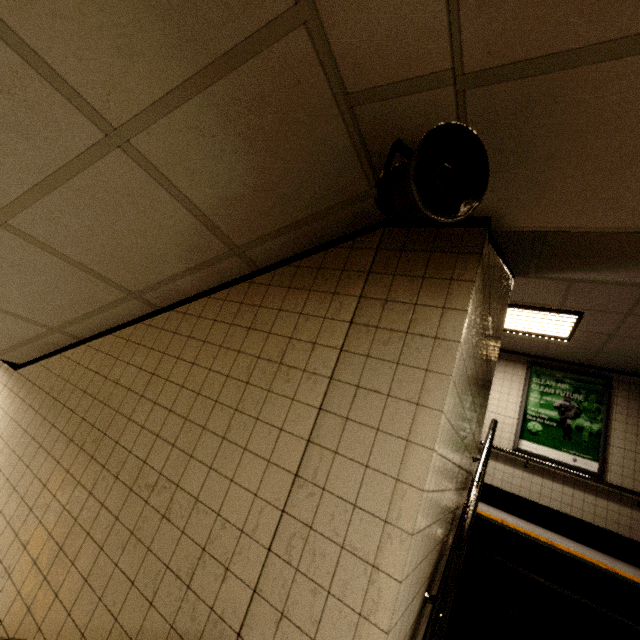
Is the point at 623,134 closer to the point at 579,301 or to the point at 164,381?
the point at 164,381

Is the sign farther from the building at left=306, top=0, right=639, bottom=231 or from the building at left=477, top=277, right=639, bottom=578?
the building at left=306, top=0, right=639, bottom=231

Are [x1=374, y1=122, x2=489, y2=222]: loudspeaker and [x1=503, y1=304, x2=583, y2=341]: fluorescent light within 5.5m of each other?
yes

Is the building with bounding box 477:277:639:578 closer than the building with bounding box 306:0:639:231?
No

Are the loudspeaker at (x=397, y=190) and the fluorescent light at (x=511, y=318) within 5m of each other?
yes

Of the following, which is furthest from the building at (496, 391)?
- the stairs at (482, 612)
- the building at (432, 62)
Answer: the building at (432, 62)

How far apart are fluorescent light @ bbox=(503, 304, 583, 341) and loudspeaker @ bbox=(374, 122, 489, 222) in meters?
4.5 m

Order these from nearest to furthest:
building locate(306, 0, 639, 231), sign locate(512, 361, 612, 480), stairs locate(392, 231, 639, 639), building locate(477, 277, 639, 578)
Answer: building locate(306, 0, 639, 231) < stairs locate(392, 231, 639, 639) < building locate(477, 277, 639, 578) < sign locate(512, 361, 612, 480)
